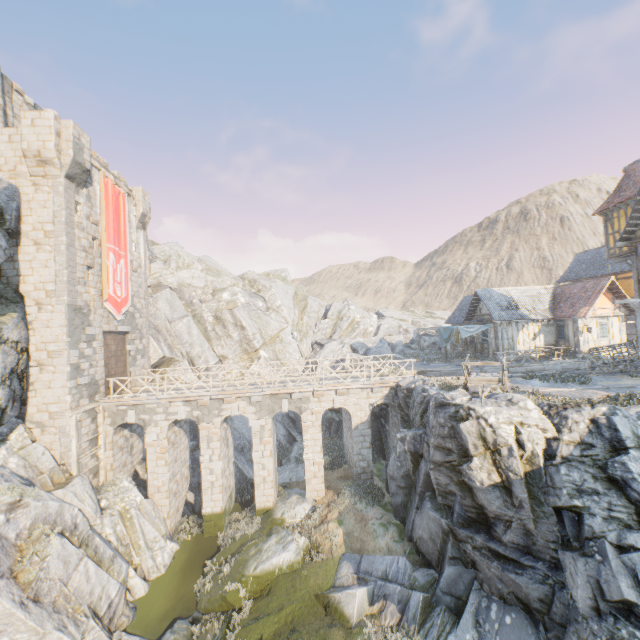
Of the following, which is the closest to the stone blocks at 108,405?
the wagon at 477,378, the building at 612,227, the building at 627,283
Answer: the wagon at 477,378

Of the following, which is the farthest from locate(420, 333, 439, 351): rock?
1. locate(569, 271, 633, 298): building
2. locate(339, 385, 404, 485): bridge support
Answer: locate(569, 271, 633, 298): building

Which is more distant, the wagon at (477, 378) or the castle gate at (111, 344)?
the castle gate at (111, 344)

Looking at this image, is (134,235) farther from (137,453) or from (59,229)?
(137,453)

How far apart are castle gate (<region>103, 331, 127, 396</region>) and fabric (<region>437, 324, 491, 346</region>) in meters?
25.3

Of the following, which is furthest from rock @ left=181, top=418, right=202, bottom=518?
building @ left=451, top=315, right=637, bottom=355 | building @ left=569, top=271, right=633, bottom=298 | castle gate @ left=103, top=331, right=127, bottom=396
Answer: building @ left=569, top=271, right=633, bottom=298

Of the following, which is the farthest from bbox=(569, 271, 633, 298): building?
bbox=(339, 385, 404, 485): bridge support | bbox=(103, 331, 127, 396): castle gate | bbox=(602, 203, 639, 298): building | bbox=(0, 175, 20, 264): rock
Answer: bbox=(103, 331, 127, 396): castle gate

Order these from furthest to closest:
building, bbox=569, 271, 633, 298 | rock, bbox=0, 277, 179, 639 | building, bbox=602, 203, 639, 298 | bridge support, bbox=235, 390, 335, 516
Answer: building, bbox=569, 271, 633, 298, bridge support, bbox=235, 390, 335, 516, building, bbox=602, 203, 639, 298, rock, bbox=0, 277, 179, 639
